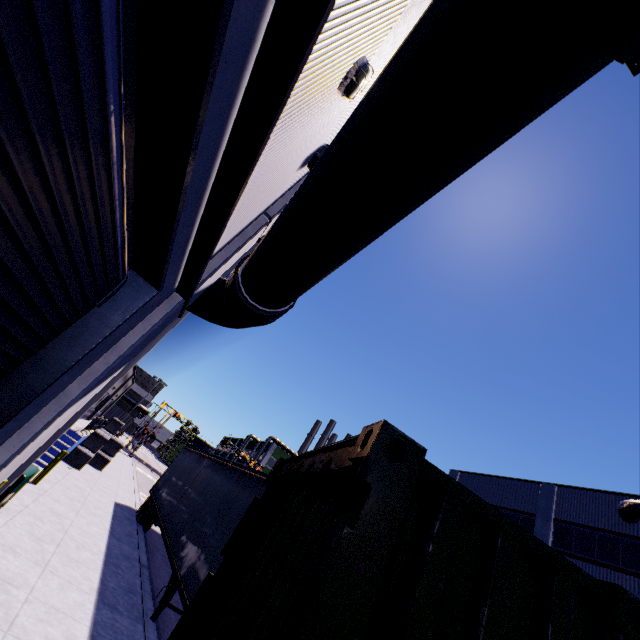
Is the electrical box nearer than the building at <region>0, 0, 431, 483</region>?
No

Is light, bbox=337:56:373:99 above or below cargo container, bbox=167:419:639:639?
above

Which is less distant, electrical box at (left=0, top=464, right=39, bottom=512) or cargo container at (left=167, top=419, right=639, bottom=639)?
cargo container at (left=167, top=419, right=639, bottom=639)

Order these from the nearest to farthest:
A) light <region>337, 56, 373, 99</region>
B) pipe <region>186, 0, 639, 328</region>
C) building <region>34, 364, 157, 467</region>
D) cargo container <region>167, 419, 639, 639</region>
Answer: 1. cargo container <region>167, 419, 639, 639</region>
2. pipe <region>186, 0, 639, 328</region>
3. light <region>337, 56, 373, 99</region>
4. building <region>34, 364, 157, 467</region>

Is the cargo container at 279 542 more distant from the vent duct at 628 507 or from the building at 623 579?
the vent duct at 628 507

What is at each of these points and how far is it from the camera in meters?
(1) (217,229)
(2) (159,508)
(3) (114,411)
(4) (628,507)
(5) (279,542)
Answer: (1) building, 3.5
(2) semi trailer, 13.4
(3) cargo container, 49.3
(4) vent duct, 18.0
(5) cargo container, 2.5

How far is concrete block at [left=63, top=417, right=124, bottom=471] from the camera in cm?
1675

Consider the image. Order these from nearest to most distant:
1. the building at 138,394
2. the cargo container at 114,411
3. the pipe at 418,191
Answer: the pipe at 418,191 → the building at 138,394 → the cargo container at 114,411
